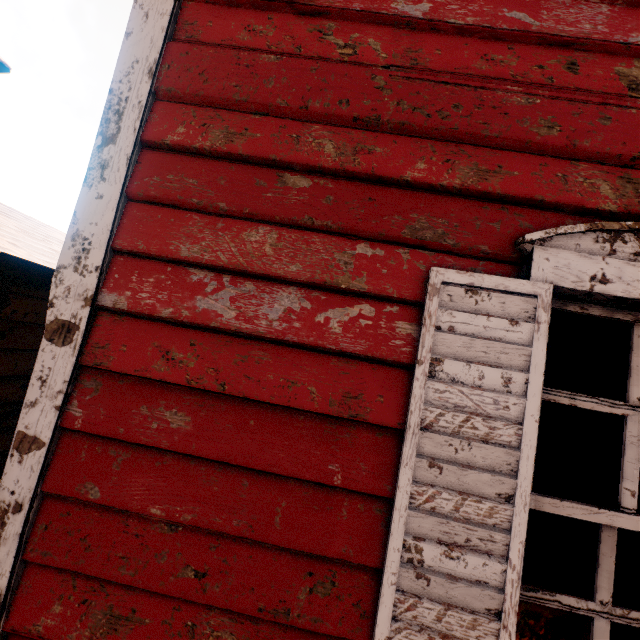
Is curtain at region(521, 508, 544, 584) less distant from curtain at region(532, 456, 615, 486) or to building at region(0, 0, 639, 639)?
building at region(0, 0, 639, 639)

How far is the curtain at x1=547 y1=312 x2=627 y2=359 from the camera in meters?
1.2 m

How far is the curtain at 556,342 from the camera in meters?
1.2 m

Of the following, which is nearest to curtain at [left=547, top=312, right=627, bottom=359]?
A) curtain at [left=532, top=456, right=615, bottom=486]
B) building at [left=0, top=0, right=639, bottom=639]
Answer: building at [left=0, top=0, right=639, bottom=639]

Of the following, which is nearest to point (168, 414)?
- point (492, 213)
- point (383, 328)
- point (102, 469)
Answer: point (102, 469)

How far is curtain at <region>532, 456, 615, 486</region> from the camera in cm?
116

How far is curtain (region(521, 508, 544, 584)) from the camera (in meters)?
1.12

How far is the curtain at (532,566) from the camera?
1.1m
